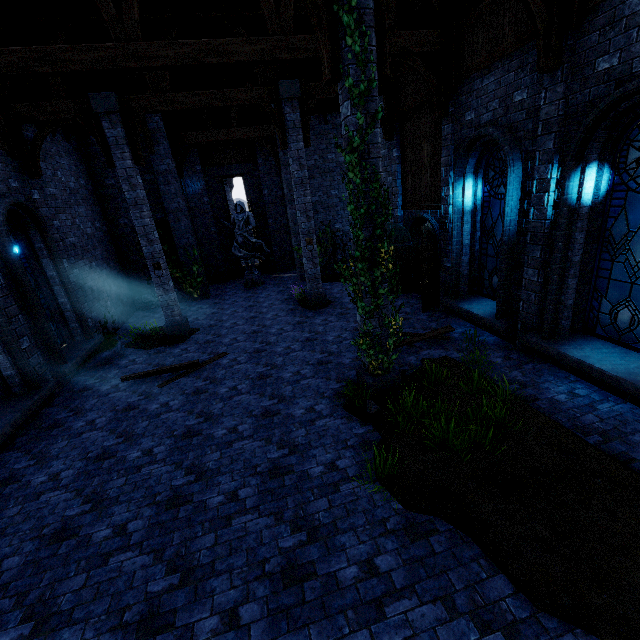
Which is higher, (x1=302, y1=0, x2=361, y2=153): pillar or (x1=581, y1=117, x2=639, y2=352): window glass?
(x1=302, y1=0, x2=361, y2=153): pillar

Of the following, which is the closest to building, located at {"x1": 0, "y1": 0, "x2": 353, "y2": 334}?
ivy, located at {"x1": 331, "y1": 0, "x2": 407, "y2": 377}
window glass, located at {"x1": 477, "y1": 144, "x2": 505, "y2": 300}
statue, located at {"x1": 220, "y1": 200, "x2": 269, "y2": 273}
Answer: ivy, located at {"x1": 331, "y1": 0, "x2": 407, "y2": 377}

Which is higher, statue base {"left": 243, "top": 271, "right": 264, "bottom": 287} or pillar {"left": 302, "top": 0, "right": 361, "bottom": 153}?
pillar {"left": 302, "top": 0, "right": 361, "bottom": 153}

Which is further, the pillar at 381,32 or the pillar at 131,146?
the pillar at 131,146

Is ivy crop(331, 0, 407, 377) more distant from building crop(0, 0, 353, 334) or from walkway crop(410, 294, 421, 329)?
walkway crop(410, 294, 421, 329)

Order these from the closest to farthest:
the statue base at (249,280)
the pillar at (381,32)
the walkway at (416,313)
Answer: the pillar at (381,32)
the walkway at (416,313)
the statue base at (249,280)

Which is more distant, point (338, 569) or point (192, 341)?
point (192, 341)

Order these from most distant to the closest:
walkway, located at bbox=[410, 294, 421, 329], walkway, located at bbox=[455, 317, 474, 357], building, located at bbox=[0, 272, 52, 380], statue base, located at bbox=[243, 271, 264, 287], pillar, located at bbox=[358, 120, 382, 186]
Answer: statue base, located at bbox=[243, 271, 264, 287], walkway, located at bbox=[410, 294, 421, 329], walkway, located at bbox=[455, 317, 474, 357], building, located at bbox=[0, 272, 52, 380], pillar, located at bbox=[358, 120, 382, 186]
